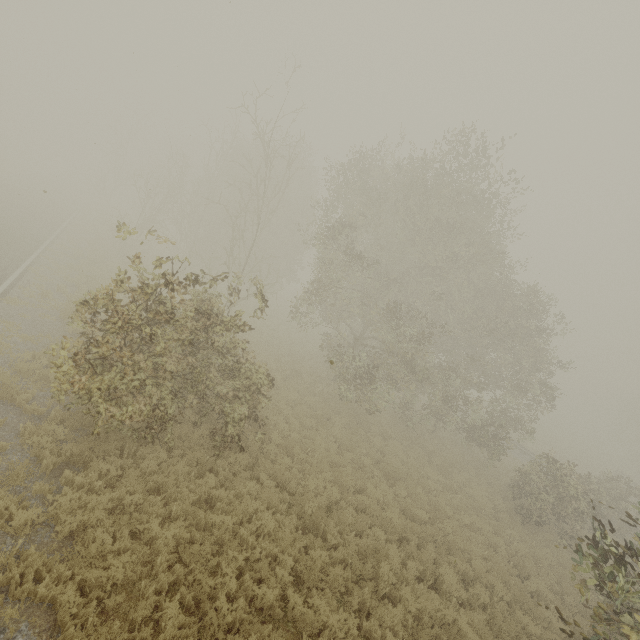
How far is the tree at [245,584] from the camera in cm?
672

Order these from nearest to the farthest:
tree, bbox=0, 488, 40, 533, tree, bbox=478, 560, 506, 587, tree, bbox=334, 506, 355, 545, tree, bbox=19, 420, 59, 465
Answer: tree, bbox=0, 488, 40, 533 → tree, bbox=19, 420, 59, 465 → tree, bbox=334, 506, 355, 545 → tree, bbox=478, 560, 506, 587

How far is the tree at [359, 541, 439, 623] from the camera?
8.13m

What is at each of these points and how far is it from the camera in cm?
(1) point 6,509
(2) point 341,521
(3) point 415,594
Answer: (1) tree, 604
(2) tree, 981
(3) tree, 876

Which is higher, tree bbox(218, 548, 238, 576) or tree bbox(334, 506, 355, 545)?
tree bbox(334, 506, 355, 545)

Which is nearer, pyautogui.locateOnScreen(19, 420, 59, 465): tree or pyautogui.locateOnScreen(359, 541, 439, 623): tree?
pyautogui.locateOnScreen(19, 420, 59, 465): tree
